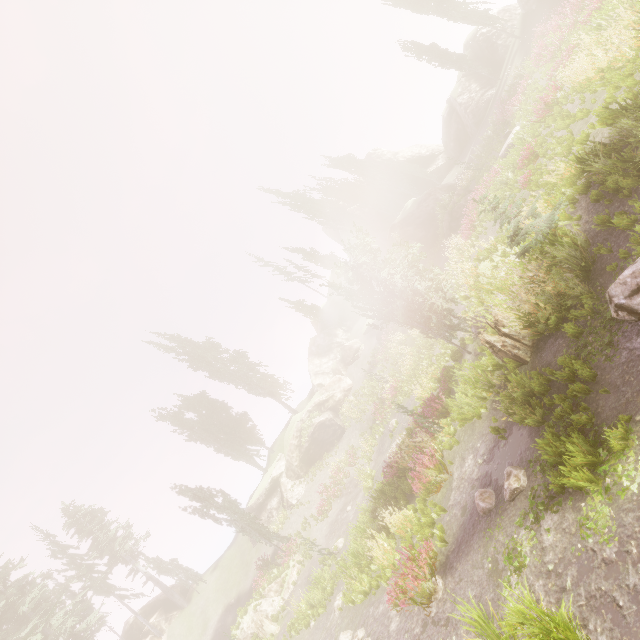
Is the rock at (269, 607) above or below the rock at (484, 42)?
below

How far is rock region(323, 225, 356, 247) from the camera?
54.6m

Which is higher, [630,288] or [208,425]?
[208,425]

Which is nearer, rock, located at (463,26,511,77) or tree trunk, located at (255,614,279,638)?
tree trunk, located at (255,614,279,638)

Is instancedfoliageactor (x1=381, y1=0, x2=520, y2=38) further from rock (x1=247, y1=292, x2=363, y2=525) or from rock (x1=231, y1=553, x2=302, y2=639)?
rock (x1=231, y1=553, x2=302, y2=639)

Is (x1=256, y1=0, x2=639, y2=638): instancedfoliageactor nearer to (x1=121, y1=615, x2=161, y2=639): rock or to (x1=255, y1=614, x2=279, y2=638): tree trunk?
(x1=121, y1=615, x2=161, y2=639): rock

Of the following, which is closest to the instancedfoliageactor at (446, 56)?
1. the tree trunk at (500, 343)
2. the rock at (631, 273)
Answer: the rock at (631, 273)

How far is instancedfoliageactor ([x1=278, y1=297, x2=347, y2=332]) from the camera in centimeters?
4275cm
